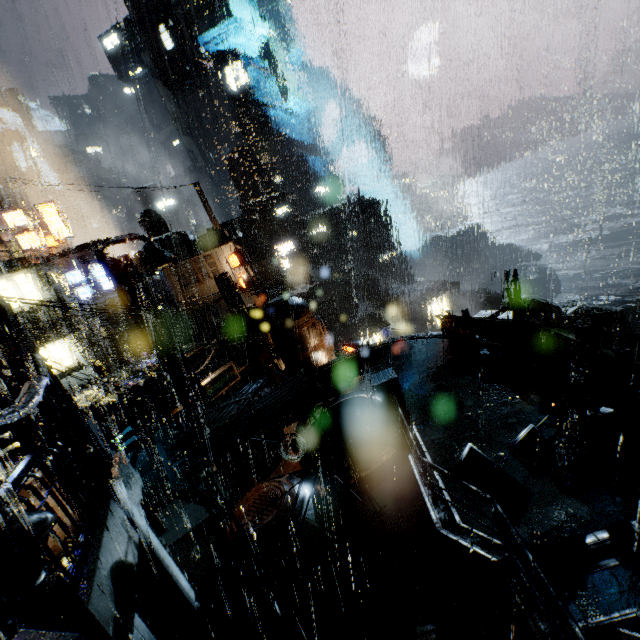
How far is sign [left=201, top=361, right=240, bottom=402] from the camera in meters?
16.5

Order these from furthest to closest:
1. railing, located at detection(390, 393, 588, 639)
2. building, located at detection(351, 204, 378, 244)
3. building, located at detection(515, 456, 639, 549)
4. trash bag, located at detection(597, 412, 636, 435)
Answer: building, located at detection(351, 204, 378, 244)
trash bag, located at detection(597, 412, 636, 435)
building, located at detection(515, 456, 639, 549)
railing, located at detection(390, 393, 588, 639)

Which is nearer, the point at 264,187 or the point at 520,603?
the point at 520,603

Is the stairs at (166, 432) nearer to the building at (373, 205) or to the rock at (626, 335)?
the building at (373, 205)

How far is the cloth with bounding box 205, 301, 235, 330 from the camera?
35.1 meters

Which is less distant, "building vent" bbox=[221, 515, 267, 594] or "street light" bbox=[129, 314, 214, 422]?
"building vent" bbox=[221, 515, 267, 594]

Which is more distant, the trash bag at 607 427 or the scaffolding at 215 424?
the trash bag at 607 427

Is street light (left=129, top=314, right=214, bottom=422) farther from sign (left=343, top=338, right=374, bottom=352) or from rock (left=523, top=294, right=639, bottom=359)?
rock (left=523, top=294, right=639, bottom=359)
